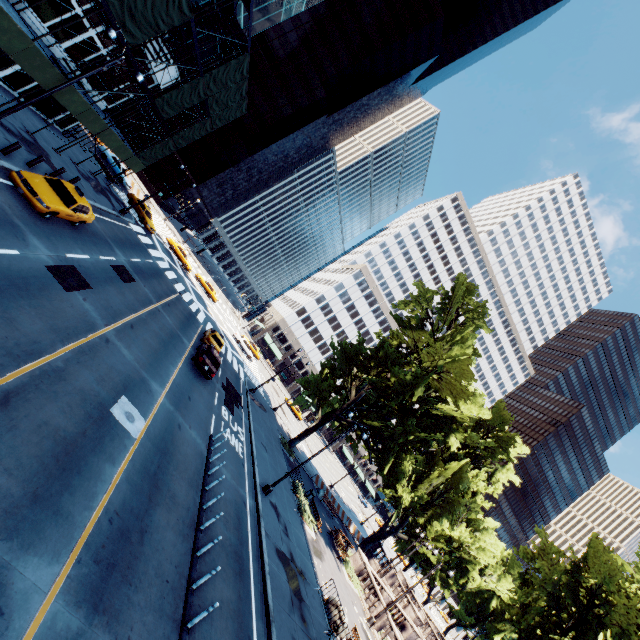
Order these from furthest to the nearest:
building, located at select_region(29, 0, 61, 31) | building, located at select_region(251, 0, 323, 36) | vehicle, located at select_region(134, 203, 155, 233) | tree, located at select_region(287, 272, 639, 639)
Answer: vehicle, located at select_region(134, 203, 155, 233) < building, located at select_region(251, 0, 323, 36) < tree, located at select_region(287, 272, 639, 639) < building, located at select_region(29, 0, 61, 31)

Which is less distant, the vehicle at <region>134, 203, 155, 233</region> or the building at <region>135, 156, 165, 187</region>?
the vehicle at <region>134, 203, 155, 233</region>

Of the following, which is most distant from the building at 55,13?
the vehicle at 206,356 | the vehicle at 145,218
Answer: the vehicle at 206,356

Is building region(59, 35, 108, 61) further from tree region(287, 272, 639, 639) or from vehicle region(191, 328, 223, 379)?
tree region(287, 272, 639, 639)

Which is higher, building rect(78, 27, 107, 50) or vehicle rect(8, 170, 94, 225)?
building rect(78, 27, 107, 50)

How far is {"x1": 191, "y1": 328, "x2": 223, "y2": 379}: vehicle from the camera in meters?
21.8

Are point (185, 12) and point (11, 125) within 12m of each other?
yes

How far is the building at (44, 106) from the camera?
23.05m
